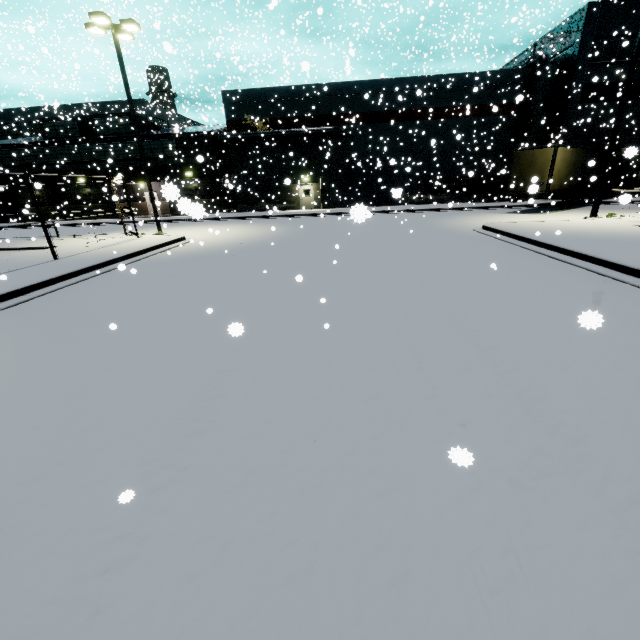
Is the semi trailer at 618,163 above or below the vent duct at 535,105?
below

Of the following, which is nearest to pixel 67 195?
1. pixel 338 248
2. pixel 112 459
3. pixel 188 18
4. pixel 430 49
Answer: pixel 188 18

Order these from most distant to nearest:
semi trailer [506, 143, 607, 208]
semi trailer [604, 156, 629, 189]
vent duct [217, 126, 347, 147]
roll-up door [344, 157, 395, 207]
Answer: roll-up door [344, 157, 395, 207], vent duct [217, 126, 347, 147], semi trailer [604, 156, 629, 189], semi trailer [506, 143, 607, 208]

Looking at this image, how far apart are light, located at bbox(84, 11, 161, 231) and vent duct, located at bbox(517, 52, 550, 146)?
30.7m

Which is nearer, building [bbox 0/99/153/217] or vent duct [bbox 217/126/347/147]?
vent duct [bbox 217/126/347/147]

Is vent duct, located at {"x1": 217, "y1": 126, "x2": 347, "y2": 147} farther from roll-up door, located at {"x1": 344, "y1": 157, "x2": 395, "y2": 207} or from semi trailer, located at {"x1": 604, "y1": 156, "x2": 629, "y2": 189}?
semi trailer, located at {"x1": 604, "y1": 156, "x2": 629, "y2": 189}

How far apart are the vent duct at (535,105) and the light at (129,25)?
30.65m
